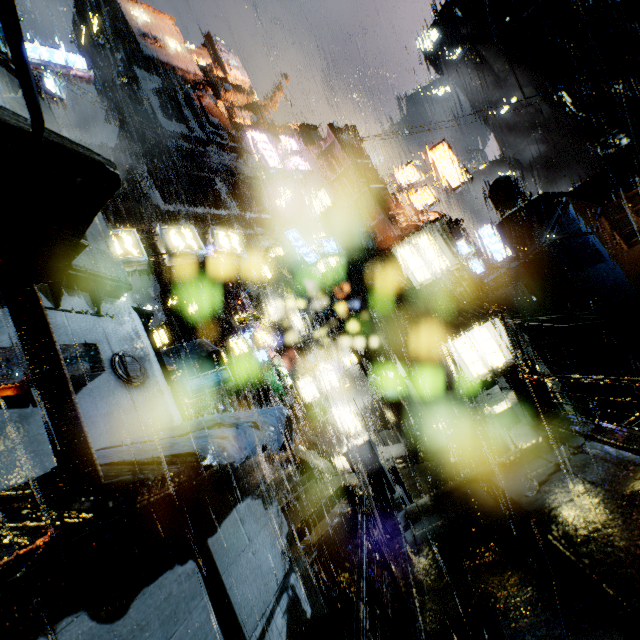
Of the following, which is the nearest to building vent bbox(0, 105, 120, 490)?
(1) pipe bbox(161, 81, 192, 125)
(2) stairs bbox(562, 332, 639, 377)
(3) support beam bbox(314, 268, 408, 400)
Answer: (3) support beam bbox(314, 268, 408, 400)

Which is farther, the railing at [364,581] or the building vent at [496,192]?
the building vent at [496,192]

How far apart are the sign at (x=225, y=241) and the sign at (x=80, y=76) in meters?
9.0 m

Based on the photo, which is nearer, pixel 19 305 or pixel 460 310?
pixel 19 305

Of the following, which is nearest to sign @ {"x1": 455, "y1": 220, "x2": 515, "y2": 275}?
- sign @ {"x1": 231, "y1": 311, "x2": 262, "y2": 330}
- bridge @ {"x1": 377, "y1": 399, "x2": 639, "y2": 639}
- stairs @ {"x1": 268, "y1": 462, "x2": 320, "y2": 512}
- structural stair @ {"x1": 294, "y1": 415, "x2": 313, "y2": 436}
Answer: structural stair @ {"x1": 294, "y1": 415, "x2": 313, "y2": 436}

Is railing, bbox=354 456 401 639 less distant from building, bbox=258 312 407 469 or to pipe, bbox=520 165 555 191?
building, bbox=258 312 407 469

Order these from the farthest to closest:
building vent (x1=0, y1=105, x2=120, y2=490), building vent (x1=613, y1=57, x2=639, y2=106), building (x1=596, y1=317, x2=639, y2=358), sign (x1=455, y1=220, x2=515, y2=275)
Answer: building vent (x1=613, y1=57, x2=639, y2=106) < building (x1=596, y1=317, x2=639, y2=358) < sign (x1=455, y1=220, x2=515, y2=275) < building vent (x1=0, y1=105, x2=120, y2=490)

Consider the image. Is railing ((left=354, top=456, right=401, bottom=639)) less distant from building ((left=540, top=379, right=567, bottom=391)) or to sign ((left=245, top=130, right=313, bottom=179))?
building ((left=540, top=379, right=567, bottom=391))
